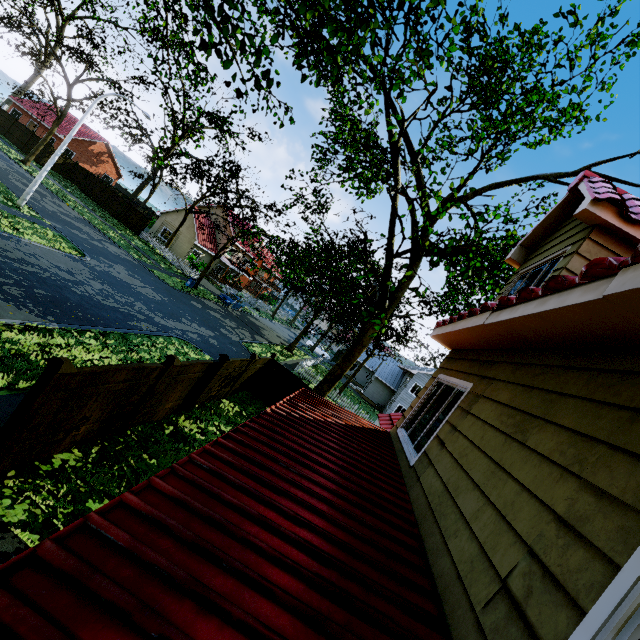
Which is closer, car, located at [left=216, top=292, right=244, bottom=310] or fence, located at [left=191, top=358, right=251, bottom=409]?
fence, located at [left=191, top=358, right=251, bottom=409]

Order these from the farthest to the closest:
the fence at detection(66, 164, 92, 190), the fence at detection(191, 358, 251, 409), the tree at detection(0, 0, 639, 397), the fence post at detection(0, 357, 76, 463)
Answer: the fence at detection(66, 164, 92, 190)
the fence at detection(191, 358, 251, 409)
the tree at detection(0, 0, 639, 397)
the fence post at detection(0, 357, 76, 463)

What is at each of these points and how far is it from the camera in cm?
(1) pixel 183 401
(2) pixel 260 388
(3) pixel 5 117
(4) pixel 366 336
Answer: (1) fence, 961
(2) fence, 1573
(3) fence, 3566
(4) tree, 1341

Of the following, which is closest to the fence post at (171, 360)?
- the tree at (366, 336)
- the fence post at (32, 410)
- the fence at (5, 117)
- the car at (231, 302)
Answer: the fence at (5, 117)

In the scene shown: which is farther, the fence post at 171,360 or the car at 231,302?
the car at 231,302

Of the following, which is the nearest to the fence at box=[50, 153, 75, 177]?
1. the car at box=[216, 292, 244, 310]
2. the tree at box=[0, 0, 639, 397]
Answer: the tree at box=[0, 0, 639, 397]

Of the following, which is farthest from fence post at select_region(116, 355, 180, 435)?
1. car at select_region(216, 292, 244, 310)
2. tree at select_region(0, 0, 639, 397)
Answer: car at select_region(216, 292, 244, 310)

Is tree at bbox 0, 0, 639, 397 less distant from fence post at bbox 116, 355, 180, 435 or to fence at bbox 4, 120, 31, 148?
fence at bbox 4, 120, 31, 148
